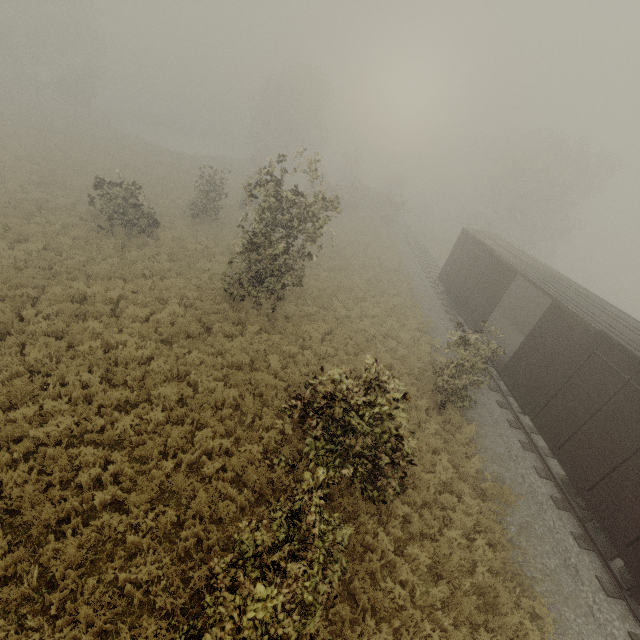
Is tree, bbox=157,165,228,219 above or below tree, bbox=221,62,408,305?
below

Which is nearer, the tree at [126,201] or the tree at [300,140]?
the tree at [300,140]

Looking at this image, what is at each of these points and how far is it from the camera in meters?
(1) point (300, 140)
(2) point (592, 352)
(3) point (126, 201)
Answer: (1) tree, 47.4 m
(2) boxcar, 9.4 m
(3) tree, 16.8 m

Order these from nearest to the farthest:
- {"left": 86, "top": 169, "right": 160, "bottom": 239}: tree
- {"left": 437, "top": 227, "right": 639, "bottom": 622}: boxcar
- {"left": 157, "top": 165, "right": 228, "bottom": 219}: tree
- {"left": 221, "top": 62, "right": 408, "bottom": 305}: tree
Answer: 1. {"left": 437, "top": 227, "right": 639, "bottom": 622}: boxcar
2. {"left": 221, "top": 62, "right": 408, "bottom": 305}: tree
3. {"left": 86, "top": 169, "right": 160, "bottom": 239}: tree
4. {"left": 157, "top": 165, "right": 228, "bottom": 219}: tree

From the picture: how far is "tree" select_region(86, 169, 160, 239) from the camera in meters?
15.8

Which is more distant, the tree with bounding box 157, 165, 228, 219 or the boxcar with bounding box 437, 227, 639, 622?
the tree with bounding box 157, 165, 228, 219

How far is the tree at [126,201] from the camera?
15.79m
